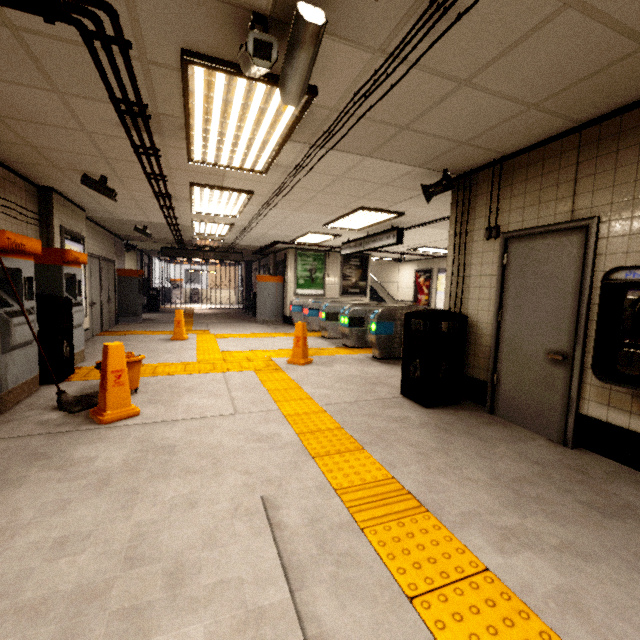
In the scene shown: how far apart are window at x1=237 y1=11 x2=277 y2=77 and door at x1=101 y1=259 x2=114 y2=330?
8.8m

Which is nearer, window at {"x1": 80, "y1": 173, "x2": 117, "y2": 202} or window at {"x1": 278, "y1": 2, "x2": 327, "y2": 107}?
window at {"x1": 278, "y1": 2, "x2": 327, "y2": 107}

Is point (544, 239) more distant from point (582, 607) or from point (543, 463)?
point (582, 607)

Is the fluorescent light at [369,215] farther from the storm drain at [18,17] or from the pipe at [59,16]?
the pipe at [59,16]

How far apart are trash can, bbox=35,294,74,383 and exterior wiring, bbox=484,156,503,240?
5.6m

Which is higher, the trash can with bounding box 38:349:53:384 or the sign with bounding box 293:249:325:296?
the sign with bounding box 293:249:325:296

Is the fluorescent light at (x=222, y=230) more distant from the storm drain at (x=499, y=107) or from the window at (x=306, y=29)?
the window at (x=306, y=29)

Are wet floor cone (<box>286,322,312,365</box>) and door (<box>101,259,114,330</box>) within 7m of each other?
yes
